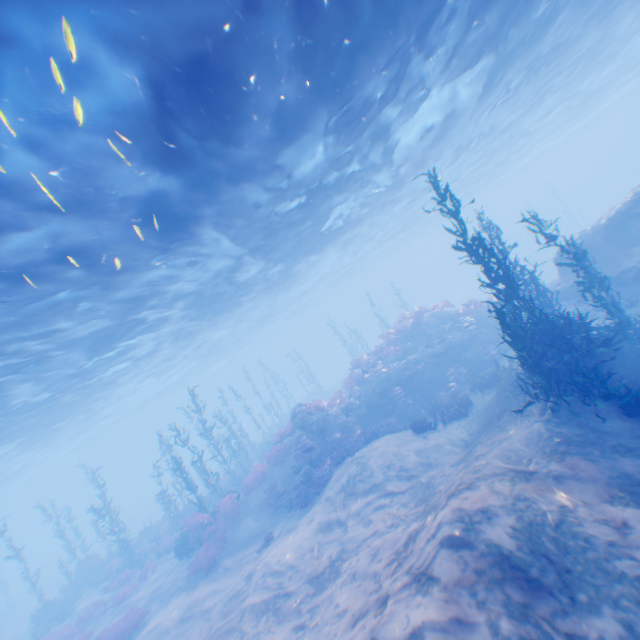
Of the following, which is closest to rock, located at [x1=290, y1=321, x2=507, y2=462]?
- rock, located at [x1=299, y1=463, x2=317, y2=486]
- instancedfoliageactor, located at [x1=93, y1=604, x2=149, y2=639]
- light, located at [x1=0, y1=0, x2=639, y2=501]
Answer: rock, located at [x1=299, y1=463, x2=317, y2=486]

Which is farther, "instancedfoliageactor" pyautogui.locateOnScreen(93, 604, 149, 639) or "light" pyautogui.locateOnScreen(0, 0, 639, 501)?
"instancedfoliageactor" pyautogui.locateOnScreen(93, 604, 149, 639)

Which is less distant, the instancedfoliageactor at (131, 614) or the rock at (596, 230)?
the instancedfoliageactor at (131, 614)

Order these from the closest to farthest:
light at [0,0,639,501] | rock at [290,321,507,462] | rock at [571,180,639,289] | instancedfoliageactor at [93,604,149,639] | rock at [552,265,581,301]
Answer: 1. light at [0,0,639,501]
2. instancedfoliageactor at [93,604,149,639]
3. rock at [571,180,639,289]
4. rock at [552,265,581,301]
5. rock at [290,321,507,462]

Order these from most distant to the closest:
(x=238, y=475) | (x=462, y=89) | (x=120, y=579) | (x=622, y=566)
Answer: (x=238, y=475) → (x=120, y=579) → (x=462, y=89) → (x=622, y=566)

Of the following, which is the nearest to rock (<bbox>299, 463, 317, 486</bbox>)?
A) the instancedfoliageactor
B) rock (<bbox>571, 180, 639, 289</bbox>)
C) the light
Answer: the instancedfoliageactor

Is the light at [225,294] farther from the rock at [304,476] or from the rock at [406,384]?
the rock at [304,476]

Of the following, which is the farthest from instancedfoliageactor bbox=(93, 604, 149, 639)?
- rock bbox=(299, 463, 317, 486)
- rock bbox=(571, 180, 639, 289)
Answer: rock bbox=(571, 180, 639, 289)
